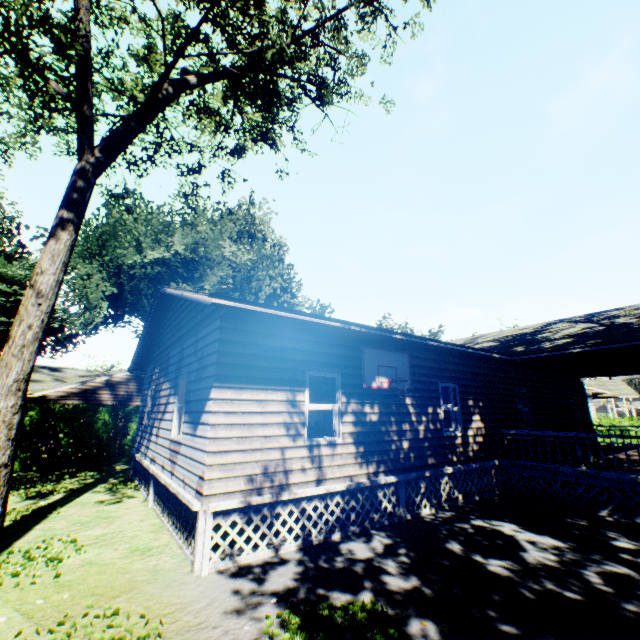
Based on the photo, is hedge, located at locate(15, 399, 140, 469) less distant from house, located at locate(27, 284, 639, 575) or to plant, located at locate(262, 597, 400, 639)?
plant, located at locate(262, 597, 400, 639)

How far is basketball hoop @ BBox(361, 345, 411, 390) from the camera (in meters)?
8.05

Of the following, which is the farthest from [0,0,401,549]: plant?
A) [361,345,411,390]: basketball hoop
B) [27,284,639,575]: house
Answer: [361,345,411,390]: basketball hoop

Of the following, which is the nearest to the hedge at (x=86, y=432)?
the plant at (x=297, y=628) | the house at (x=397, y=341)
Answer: the plant at (x=297, y=628)

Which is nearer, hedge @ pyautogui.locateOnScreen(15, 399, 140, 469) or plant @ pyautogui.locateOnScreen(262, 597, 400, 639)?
plant @ pyautogui.locateOnScreen(262, 597, 400, 639)

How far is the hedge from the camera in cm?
1448

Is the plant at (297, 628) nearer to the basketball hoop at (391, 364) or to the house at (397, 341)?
the house at (397, 341)

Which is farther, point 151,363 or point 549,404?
point 549,404
